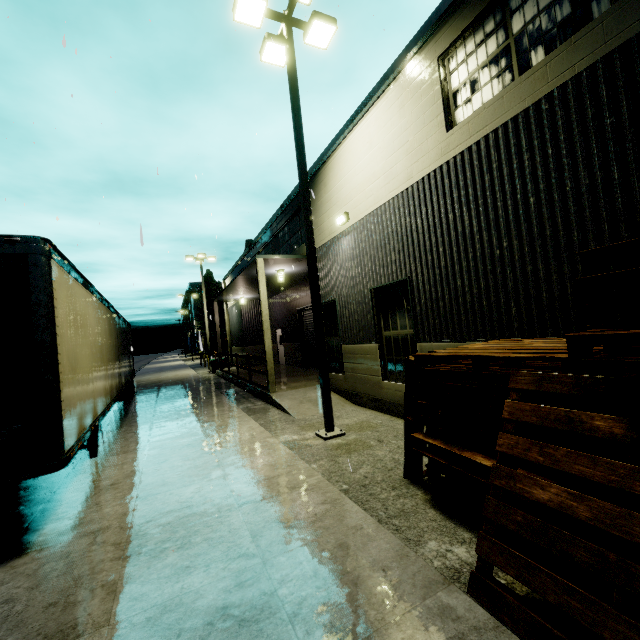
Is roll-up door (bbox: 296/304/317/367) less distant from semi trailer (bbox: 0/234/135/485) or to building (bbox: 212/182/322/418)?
building (bbox: 212/182/322/418)

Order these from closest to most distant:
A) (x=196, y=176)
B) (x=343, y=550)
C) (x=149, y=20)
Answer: (x=343, y=550), (x=149, y=20), (x=196, y=176)

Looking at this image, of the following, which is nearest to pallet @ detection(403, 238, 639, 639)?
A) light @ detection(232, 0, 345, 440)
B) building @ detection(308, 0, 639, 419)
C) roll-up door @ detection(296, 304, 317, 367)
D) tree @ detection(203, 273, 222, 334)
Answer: building @ detection(308, 0, 639, 419)

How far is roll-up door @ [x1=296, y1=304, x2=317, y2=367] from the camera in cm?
1796

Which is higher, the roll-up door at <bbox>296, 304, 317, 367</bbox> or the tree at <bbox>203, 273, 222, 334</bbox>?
the tree at <bbox>203, 273, 222, 334</bbox>

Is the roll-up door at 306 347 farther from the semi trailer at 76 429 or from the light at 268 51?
the light at 268 51

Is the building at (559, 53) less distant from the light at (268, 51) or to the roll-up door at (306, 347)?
the roll-up door at (306, 347)

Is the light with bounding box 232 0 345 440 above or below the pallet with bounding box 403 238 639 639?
→ above
